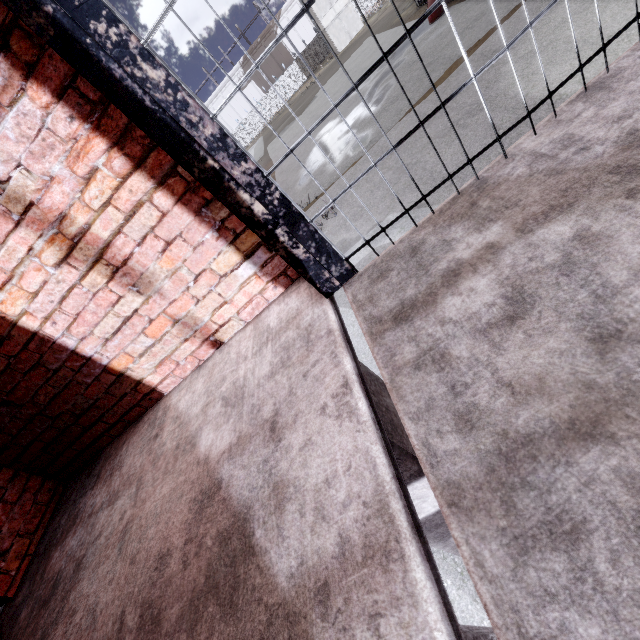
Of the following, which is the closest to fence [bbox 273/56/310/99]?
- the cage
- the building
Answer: the building

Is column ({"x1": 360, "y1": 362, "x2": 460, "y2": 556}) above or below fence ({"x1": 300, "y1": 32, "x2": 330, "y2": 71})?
above

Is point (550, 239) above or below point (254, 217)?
below

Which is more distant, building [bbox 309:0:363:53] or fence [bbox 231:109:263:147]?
fence [bbox 231:109:263:147]

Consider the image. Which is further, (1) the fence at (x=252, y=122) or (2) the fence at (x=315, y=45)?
(1) the fence at (x=252, y=122)

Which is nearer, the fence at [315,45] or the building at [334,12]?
the building at [334,12]

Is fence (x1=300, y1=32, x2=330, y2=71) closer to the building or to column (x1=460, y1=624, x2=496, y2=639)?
the building

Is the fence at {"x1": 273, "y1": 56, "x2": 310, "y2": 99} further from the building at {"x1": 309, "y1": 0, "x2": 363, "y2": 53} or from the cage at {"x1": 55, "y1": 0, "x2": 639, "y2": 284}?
the cage at {"x1": 55, "y1": 0, "x2": 639, "y2": 284}
